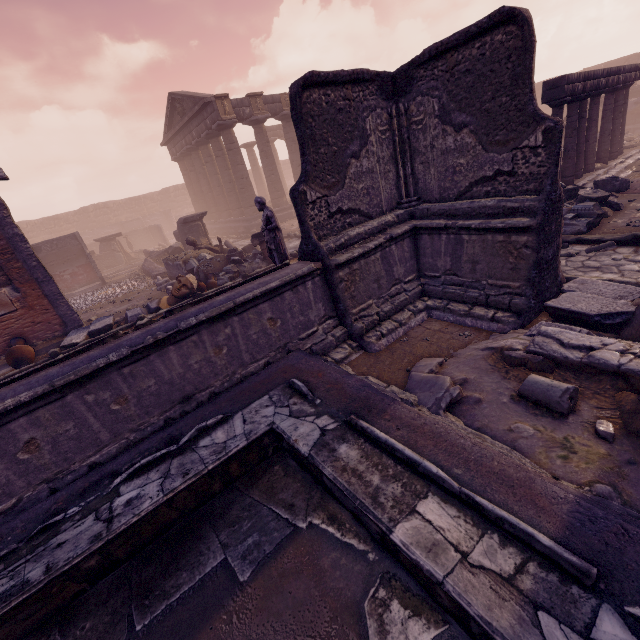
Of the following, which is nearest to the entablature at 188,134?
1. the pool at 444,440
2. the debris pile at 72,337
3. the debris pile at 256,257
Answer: the debris pile at 256,257

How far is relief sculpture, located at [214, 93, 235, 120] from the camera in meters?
18.0 m

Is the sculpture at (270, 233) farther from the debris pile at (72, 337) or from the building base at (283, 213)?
the building base at (283, 213)

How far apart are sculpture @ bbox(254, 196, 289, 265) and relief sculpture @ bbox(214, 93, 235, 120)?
14.97m

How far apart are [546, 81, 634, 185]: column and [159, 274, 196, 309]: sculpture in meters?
14.2 m

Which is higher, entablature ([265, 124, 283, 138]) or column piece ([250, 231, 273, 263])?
entablature ([265, 124, 283, 138])

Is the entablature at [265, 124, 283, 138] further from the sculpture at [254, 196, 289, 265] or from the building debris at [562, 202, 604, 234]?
the building debris at [562, 202, 604, 234]

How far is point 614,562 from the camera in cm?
174
